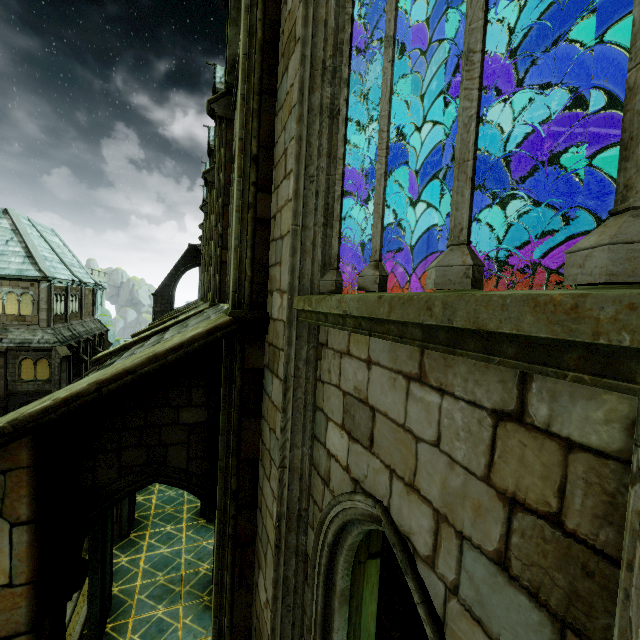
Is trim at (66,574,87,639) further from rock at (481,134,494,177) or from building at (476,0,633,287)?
rock at (481,134,494,177)

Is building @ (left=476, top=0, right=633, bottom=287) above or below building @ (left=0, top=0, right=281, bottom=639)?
above

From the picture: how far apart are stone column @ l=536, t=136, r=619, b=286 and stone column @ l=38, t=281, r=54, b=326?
33.0 meters

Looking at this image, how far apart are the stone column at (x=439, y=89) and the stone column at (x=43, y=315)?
30.97m

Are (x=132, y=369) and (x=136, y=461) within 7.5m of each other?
yes

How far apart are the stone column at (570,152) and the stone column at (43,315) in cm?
3303

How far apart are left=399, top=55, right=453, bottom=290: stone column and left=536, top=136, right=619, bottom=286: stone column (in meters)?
2.94

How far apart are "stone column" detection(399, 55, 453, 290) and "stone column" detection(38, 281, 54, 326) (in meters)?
30.97
